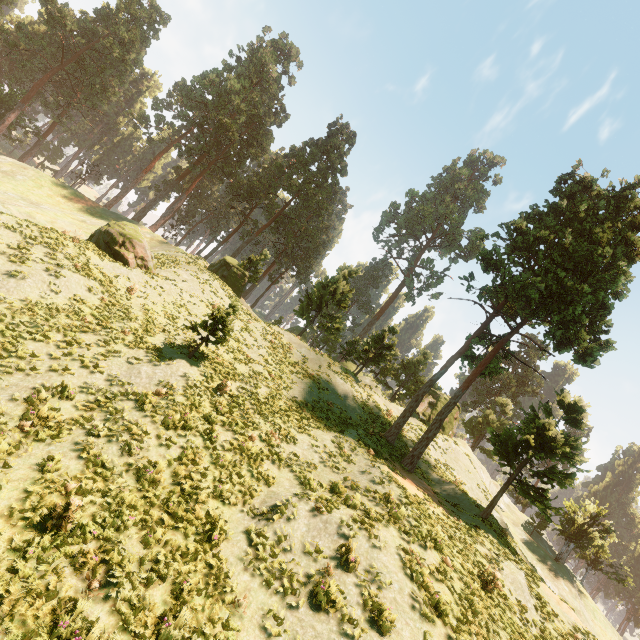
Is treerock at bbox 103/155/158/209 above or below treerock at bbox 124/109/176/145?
below

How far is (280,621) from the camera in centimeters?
735cm

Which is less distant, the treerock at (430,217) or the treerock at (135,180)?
the treerock at (430,217)

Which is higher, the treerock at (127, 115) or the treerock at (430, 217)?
the treerock at (430, 217)

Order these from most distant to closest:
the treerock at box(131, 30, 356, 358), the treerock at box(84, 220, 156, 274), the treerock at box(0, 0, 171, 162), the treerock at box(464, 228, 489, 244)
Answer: the treerock at box(0, 0, 171, 162)
the treerock at box(131, 30, 356, 358)
the treerock at box(464, 228, 489, 244)
the treerock at box(84, 220, 156, 274)

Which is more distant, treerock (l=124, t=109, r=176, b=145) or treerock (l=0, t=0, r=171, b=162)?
treerock (l=124, t=109, r=176, b=145)
